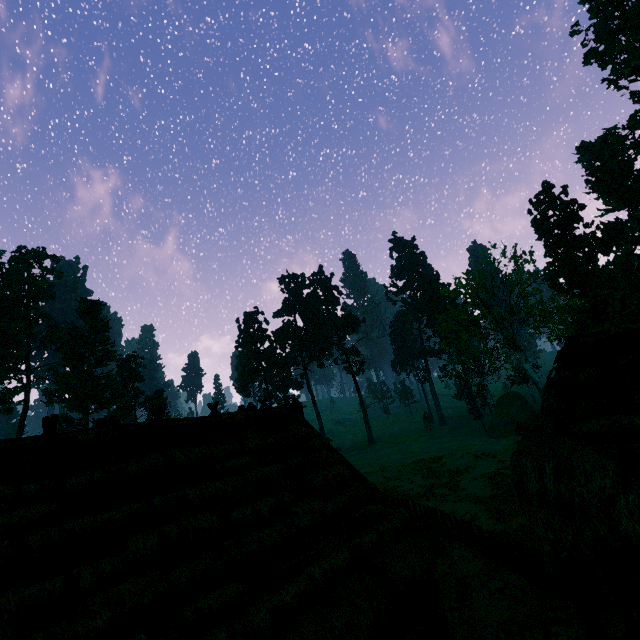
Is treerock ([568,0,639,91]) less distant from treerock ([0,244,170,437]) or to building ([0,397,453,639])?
treerock ([0,244,170,437])

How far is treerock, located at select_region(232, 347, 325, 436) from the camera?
55.4m

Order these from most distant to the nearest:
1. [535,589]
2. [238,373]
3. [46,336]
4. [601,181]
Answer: [238,373]
[601,181]
[46,336]
[535,589]

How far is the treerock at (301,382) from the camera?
55.4m

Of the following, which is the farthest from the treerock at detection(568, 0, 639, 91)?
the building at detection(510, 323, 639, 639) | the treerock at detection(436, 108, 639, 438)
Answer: the building at detection(510, 323, 639, 639)

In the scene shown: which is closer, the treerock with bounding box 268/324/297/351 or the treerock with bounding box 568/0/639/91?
the treerock with bounding box 568/0/639/91

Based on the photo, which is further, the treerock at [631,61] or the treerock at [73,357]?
the treerock at [73,357]
